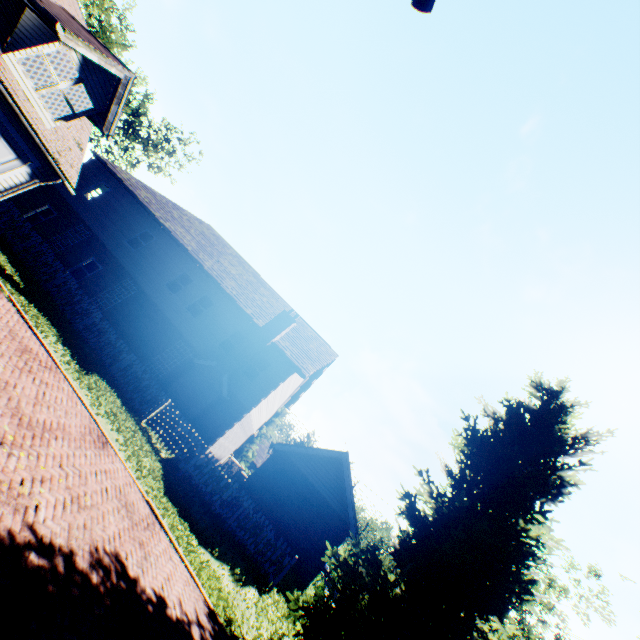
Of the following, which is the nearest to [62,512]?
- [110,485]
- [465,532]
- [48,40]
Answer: [110,485]

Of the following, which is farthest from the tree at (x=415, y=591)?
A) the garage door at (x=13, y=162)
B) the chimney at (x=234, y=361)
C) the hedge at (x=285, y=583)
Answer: the garage door at (x=13, y=162)

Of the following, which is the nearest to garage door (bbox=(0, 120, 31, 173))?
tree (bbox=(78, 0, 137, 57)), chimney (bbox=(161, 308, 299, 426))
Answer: chimney (bbox=(161, 308, 299, 426))

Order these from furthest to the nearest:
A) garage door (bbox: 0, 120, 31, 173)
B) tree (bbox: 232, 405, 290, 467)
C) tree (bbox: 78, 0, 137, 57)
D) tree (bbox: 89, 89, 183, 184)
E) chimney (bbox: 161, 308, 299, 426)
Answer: tree (bbox: 232, 405, 290, 467), tree (bbox: 89, 89, 183, 184), tree (bbox: 78, 0, 137, 57), chimney (bbox: 161, 308, 299, 426), garage door (bbox: 0, 120, 31, 173)

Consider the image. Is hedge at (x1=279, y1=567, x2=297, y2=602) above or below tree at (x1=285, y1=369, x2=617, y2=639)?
below

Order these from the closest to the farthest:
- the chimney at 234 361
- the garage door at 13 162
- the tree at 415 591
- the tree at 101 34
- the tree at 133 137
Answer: the tree at 415 591, the garage door at 13 162, the chimney at 234 361, the tree at 101 34, the tree at 133 137

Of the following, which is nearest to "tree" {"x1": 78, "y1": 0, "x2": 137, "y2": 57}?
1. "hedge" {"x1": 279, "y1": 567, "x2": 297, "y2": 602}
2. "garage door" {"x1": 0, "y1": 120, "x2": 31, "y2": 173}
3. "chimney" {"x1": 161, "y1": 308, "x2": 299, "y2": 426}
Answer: "hedge" {"x1": 279, "y1": 567, "x2": 297, "y2": 602}

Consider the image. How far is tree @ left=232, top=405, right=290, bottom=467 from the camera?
39.0 meters
